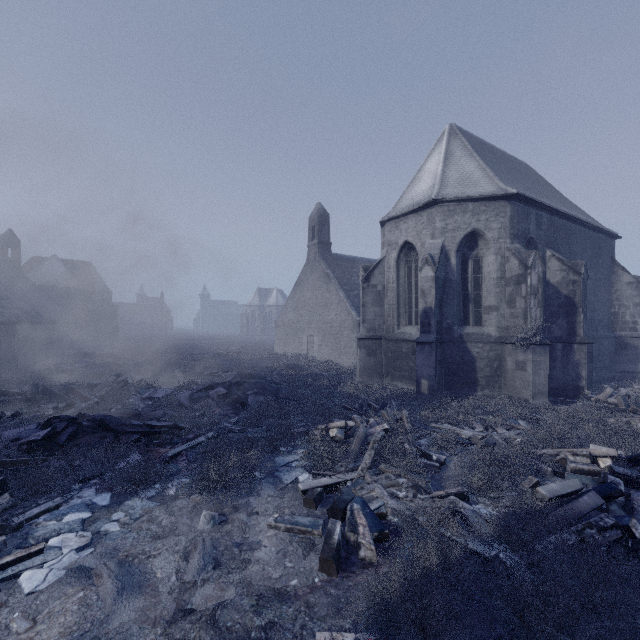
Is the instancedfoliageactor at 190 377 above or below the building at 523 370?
below

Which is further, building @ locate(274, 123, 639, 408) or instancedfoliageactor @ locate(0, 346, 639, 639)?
building @ locate(274, 123, 639, 408)

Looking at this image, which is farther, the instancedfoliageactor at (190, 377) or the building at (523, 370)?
the building at (523, 370)

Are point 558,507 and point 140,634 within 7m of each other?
yes

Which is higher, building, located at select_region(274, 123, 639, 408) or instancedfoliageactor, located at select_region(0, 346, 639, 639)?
building, located at select_region(274, 123, 639, 408)
